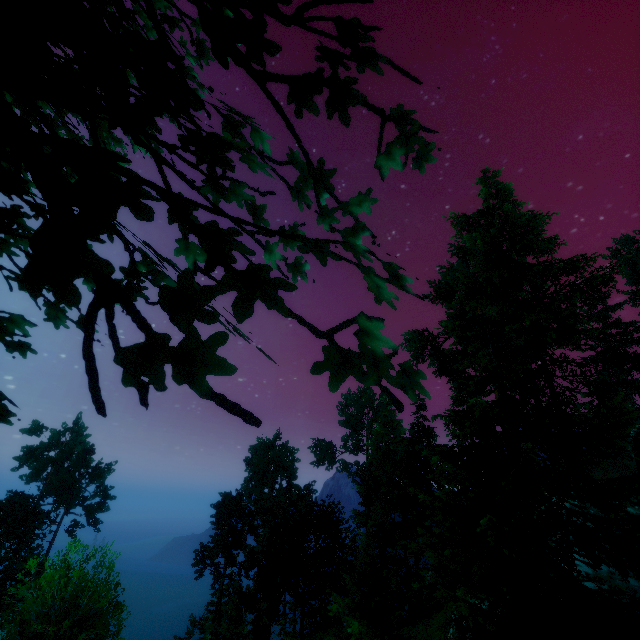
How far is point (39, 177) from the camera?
1.4m

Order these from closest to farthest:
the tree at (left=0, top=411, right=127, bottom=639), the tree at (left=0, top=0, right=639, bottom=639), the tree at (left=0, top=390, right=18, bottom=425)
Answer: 1. the tree at (left=0, top=0, right=639, bottom=639)
2. the tree at (left=0, top=390, right=18, bottom=425)
3. the tree at (left=0, top=411, right=127, bottom=639)

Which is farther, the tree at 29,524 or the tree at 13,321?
the tree at 29,524

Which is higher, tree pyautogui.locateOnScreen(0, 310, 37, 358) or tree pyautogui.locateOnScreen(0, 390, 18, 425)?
tree pyautogui.locateOnScreen(0, 310, 37, 358)

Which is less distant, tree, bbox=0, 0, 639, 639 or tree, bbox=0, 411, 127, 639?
tree, bbox=0, 0, 639, 639

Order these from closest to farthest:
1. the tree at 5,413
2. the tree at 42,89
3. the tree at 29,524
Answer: the tree at 42,89
the tree at 5,413
the tree at 29,524
